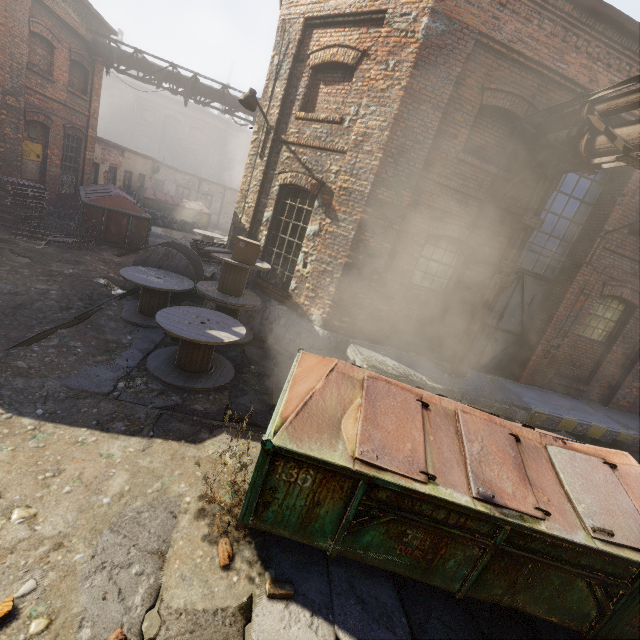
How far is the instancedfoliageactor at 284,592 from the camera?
2.9 meters

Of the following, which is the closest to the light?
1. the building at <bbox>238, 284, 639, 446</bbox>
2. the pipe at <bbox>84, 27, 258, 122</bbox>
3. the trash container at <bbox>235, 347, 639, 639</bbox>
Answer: the building at <bbox>238, 284, 639, 446</bbox>

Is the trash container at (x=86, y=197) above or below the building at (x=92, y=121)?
below

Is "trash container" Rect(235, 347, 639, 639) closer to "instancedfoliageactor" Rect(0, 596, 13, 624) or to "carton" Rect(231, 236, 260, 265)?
"instancedfoliageactor" Rect(0, 596, 13, 624)

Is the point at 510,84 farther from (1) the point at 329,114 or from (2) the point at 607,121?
(1) the point at 329,114

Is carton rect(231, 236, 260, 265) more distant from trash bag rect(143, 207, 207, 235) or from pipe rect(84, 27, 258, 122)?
trash bag rect(143, 207, 207, 235)

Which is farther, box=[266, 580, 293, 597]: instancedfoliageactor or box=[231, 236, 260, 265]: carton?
box=[231, 236, 260, 265]: carton

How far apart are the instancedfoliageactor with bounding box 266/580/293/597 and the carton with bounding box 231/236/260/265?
5.58m
